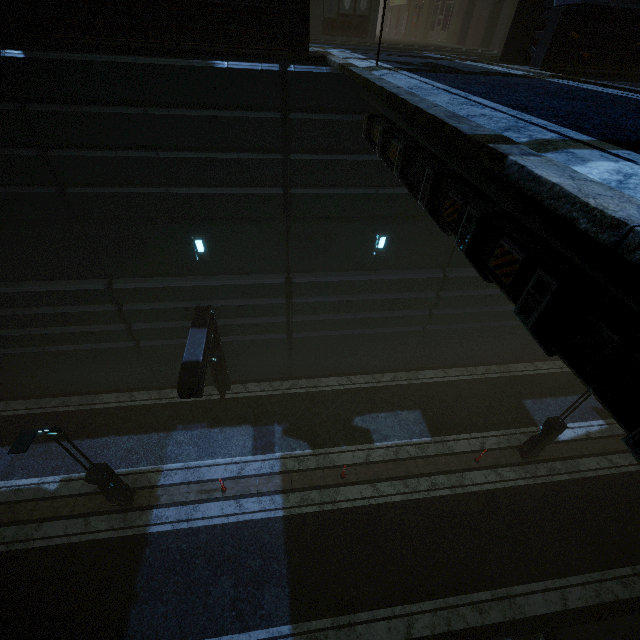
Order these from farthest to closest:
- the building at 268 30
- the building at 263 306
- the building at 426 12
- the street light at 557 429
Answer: the street light at 557 429, the building at 426 12, the building at 268 30, the building at 263 306

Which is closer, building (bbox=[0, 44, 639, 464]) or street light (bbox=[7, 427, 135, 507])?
building (bbox=[0, 44, 639, 464])

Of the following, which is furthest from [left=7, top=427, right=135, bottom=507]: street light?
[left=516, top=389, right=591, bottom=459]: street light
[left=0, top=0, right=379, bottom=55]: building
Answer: [left=516, top=389, right=591, bottom=459]: street light

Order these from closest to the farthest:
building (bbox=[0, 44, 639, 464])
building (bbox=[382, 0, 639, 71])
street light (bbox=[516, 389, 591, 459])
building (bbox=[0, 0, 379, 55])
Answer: building (bbox=[0, 44, 639, 464]) < building (bbox=[0, 0, 379, 55]) < building (bbox=[382, 0, 639, 71]) < street light (bbox=[516, 389, 591, 459])

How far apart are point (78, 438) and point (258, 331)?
8.4 meters

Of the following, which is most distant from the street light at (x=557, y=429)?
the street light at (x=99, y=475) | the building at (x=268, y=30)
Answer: the street light at (x=99, y=475)

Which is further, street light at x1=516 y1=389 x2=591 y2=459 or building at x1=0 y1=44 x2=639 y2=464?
street light at x1=516 y1=389 x2=591 y2=459
